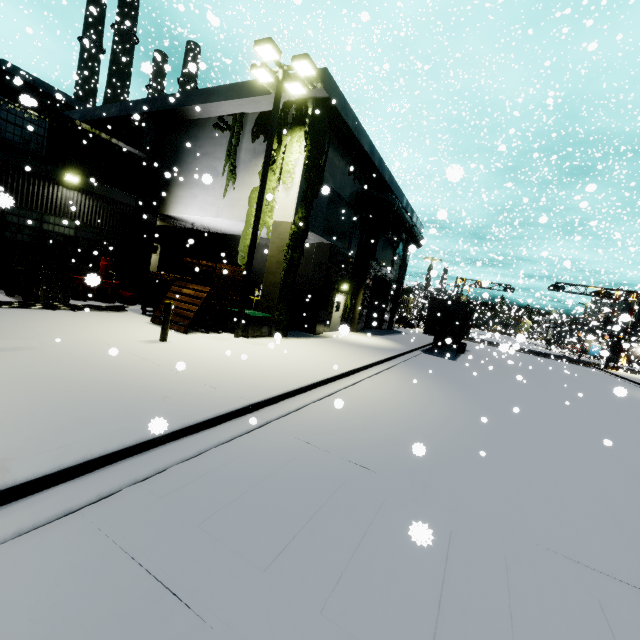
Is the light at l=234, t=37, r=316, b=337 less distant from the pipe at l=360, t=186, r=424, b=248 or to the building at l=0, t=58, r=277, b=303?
the building at l=0, t=58, r=277, b=303

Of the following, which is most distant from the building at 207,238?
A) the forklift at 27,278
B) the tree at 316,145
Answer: the forklift at 27,278

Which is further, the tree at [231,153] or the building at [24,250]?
the tree at [231,153]

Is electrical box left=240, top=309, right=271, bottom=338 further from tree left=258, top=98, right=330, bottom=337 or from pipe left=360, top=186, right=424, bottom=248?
pipe left=360, top=186, right=424, bottom=248

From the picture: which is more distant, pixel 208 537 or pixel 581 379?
pixel 581 379

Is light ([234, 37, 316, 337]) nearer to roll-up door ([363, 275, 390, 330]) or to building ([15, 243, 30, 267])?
building ([15, 243, 30, 267])

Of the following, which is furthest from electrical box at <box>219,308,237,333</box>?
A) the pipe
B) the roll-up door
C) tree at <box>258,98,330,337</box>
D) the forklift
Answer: the roll-up door

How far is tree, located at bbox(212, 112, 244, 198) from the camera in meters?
15.1
